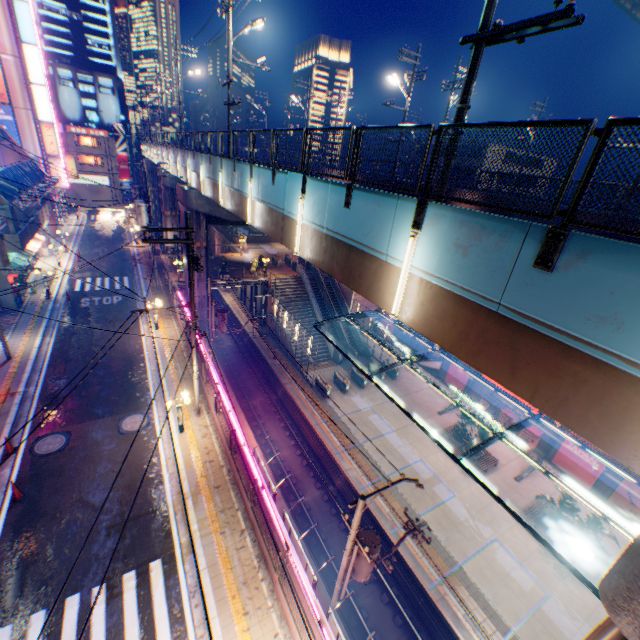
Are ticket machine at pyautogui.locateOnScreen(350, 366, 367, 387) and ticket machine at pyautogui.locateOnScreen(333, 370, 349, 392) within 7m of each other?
yes

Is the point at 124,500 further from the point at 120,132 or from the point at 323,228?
the point at 120,132

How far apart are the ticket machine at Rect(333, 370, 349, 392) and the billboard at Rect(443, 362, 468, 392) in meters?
10.2 m

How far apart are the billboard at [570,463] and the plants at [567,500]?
5.3m

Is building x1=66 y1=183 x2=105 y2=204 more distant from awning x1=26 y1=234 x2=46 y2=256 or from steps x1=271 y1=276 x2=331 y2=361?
steps x1=271 y1=276 x2=331 y2=361

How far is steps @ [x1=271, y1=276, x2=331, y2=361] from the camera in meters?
33.7

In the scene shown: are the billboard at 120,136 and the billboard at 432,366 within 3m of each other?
no

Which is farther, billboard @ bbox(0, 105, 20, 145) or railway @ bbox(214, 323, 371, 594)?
billboard @ bbox(0, 105, 20, 145)
